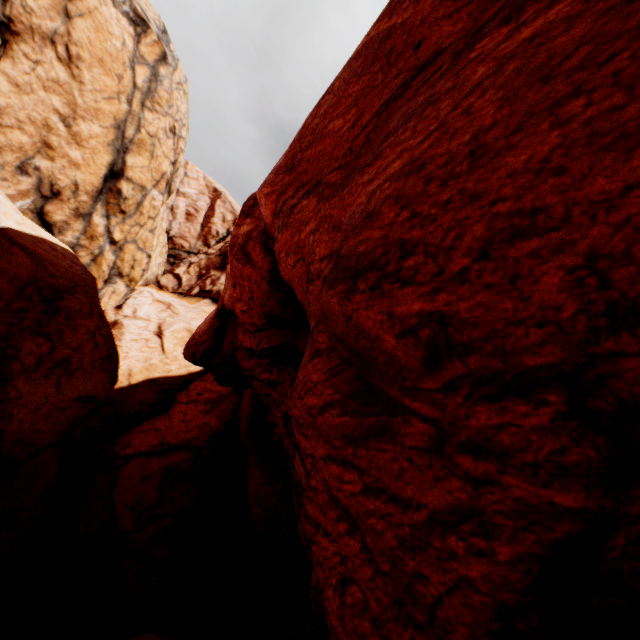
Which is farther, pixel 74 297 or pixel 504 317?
pixel 74 297
